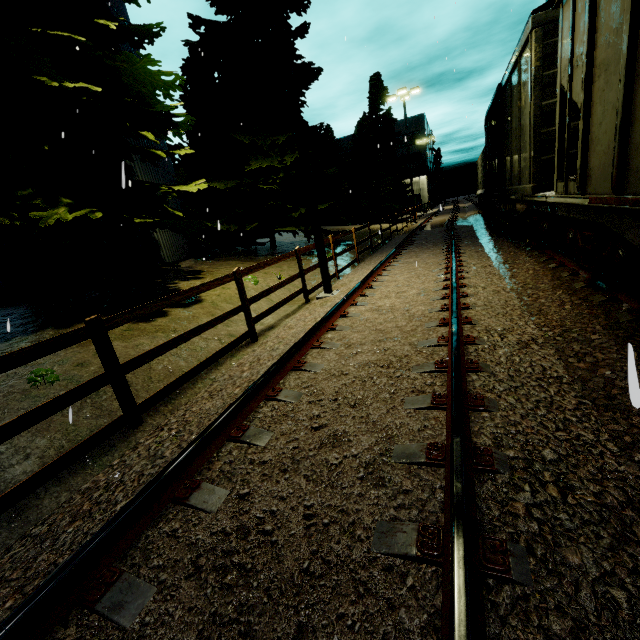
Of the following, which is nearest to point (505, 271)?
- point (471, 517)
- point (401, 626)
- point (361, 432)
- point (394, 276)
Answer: point (394, 276)

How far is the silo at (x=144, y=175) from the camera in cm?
1148

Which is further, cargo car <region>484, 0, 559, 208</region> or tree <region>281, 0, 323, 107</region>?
tree <region>281, 0, 323, 107</region>

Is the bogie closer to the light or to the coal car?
the coal car

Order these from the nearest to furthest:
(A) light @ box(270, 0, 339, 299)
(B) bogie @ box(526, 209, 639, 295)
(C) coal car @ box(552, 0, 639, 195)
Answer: (C) coal car @ box(552, 0, 639, 195) < (B) bogie @ box(526, 209, 639, 295) < (A) light @ box(270, 0, 339, 299)

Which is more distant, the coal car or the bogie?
the bogie

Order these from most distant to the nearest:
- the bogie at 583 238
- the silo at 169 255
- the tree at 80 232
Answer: the silo at 169 255 → the tree at 80 232 → the bogie at 583 238

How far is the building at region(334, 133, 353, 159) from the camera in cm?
5853
